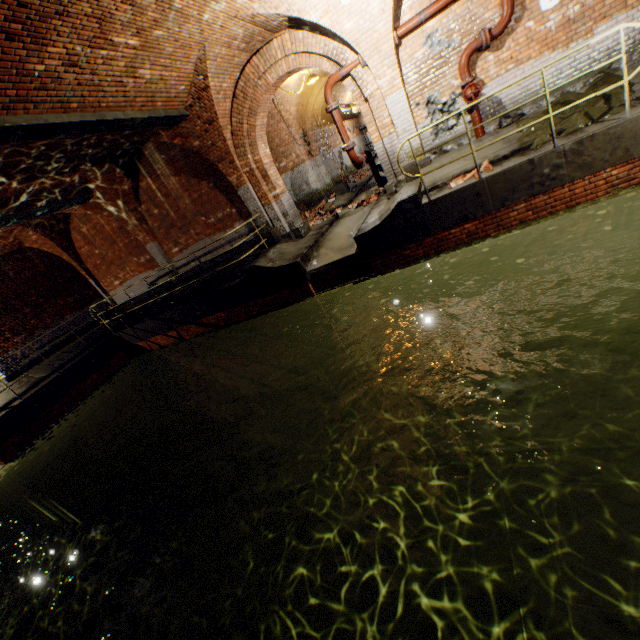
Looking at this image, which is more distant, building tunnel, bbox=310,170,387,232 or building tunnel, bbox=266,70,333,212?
building tunnel, bbox=266,70,333,212

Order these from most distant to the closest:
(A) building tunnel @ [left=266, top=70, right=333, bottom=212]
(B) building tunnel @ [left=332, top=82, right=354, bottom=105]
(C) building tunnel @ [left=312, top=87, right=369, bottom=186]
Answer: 1. (B) building tunnel @ [left=332, top=82, right=354, bottom=105]
2. (C) building tunnel @ [left=312, top=87, right=369, bottom=186]
3. (A) building tunnel @ [left=266, top=70, right=333, bottom=212]

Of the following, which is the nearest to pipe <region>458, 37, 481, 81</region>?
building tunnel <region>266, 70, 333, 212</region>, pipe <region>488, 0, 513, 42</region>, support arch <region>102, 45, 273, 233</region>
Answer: pipe <region>488, 0, 513, 42</region>

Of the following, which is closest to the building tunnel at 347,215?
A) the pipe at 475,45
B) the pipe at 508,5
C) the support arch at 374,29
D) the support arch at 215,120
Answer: the support arch at 215,120

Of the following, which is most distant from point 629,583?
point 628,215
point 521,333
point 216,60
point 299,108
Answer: point 299,108

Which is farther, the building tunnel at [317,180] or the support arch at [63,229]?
the building tunnel at [317,180]

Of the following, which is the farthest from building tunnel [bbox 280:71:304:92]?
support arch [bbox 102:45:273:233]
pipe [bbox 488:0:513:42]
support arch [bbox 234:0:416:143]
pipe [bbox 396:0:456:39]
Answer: pipe [bbox 488:0:513:42]
